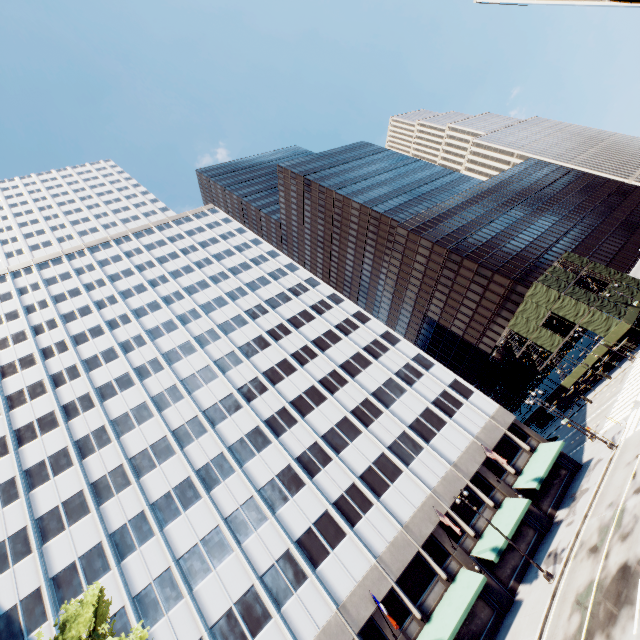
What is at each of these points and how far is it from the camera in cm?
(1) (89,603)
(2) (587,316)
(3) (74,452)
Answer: (1) tree, 1611
(2) scaffolding, 4700
(3) building, 3228

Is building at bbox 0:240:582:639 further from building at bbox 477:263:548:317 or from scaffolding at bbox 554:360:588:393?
building at bbox 477:263:548:317

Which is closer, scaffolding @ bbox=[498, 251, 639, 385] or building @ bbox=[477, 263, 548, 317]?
scaffolding @ bbox=[498, 251, 639, 385]

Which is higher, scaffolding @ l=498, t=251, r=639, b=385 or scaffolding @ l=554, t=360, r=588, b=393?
scaffolding @ l=498, t=251, r=639, b=385

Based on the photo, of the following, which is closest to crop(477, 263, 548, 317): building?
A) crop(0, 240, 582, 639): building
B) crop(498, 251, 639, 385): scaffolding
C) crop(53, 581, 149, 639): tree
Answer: crop(498, 251, 639, 385): scaffolding

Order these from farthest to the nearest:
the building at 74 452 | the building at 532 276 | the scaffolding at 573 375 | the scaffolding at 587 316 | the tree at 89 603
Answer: the building at 532 276
the scaffolding at 573 375
the scaffolding at 587 316
the building at 74 452
the tree at 89 603

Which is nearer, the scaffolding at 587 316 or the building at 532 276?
the scaffolding at 587 316
